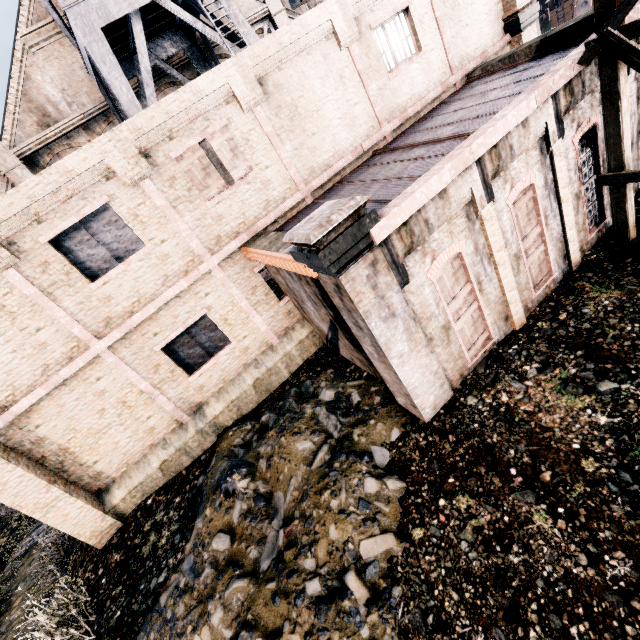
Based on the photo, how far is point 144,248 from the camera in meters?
10.4 m

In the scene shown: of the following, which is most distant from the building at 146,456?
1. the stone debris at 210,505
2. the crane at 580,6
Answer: the crane at 580,6

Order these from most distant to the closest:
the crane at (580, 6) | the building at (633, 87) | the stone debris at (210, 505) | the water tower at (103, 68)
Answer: the crane at (580, 6), the water tower at (103, 68), the building at (633, 87), the stone debris at (210, 505)

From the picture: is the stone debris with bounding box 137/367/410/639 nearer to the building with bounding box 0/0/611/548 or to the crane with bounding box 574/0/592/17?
the building with bounding box 0/0/611/548

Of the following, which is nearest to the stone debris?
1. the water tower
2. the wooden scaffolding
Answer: the wooden scaffolding

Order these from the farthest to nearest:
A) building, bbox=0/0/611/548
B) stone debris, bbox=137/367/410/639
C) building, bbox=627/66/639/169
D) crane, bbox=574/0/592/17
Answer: crane, bbox=574/0/592/17 → building, bbox=627/66/639/169 → building, bbox=0/0/611/548 → stone debris, bbox=137/367/410/639

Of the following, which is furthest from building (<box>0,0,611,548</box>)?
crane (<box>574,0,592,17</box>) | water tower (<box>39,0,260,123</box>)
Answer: crane (<box>574,0,592,17</box>)

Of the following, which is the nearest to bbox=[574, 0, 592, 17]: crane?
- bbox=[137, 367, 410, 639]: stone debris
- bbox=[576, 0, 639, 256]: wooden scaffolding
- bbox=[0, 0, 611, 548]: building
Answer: bbox=[0, 0, 611, 548]: building
